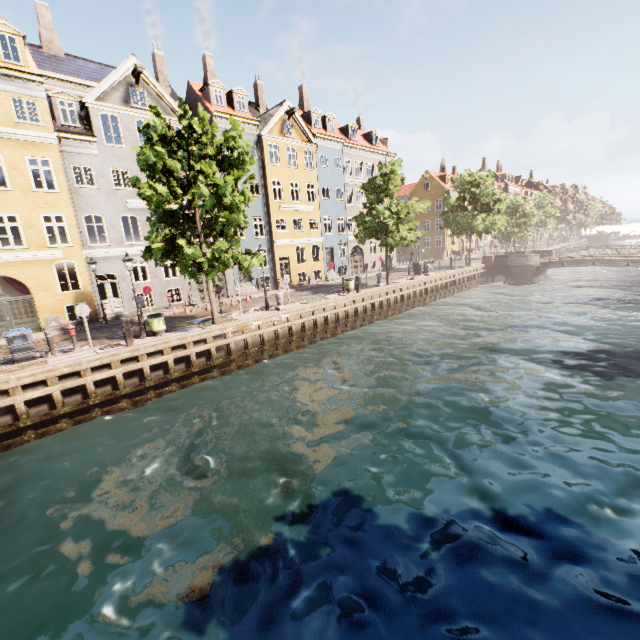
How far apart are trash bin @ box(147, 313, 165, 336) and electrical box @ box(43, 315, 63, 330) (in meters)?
7.70

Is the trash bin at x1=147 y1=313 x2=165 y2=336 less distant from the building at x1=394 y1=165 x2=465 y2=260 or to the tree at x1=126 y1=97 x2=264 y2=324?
the tree at x1=126 y1=97 x2=264 y2=324

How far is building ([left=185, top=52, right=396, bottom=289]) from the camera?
26.3 meters

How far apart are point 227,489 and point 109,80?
24.4 meters

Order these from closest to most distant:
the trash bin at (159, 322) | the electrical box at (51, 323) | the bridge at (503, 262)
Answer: the trash bin at (159, 322) < the electrical box at (51, 323) < the bridge at (503, 262)

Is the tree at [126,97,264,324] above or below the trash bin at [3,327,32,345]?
above

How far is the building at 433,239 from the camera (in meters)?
51.03

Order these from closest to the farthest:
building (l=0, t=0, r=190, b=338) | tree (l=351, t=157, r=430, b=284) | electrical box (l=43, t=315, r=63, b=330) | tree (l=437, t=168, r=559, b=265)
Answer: building (l=0, t=0, r=190, b=338) < electrical box (l=43, t=315, r=63, b=330) < tree (l=351, t=157, r=430, b=284) < tree (l=437, t=168, r=559, b=265)
